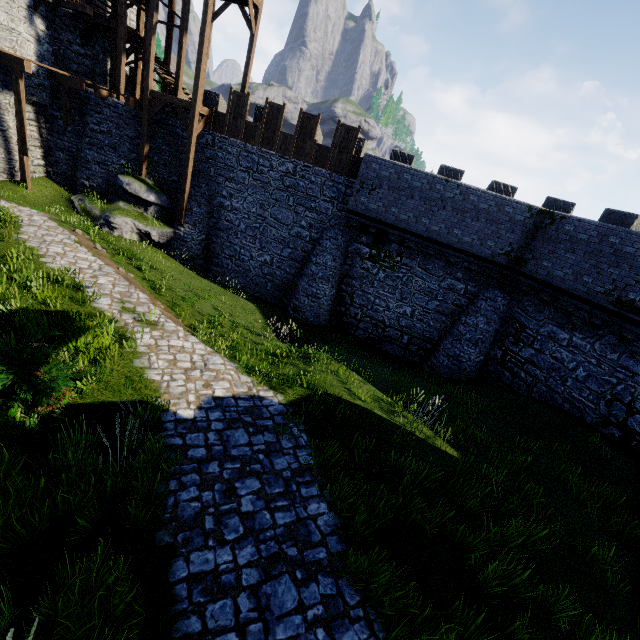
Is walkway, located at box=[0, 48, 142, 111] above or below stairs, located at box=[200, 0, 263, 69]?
below

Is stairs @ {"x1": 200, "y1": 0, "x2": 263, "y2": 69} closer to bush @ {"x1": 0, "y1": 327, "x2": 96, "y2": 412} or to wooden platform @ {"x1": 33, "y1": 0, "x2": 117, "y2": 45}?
wooden platform @ {"x1": 33, "y1": 0, "x2": 117, "y2": 45}

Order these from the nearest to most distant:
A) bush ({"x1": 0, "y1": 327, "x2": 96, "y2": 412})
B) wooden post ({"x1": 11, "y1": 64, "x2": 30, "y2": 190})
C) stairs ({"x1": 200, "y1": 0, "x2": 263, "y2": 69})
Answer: bush ({"x1": 0, "y1": 327, "x2": 96, "y2": 412})
stairs ({"x1": 200, "y1": 0, "x2": 263, "y2": 69})
wooden post ({"x1": 11, "y1": 64, "x2": 30, "y2": 190})

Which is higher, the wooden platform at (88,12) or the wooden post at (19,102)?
the wooden platform at (88,12)

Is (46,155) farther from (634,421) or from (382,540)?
(634,421)

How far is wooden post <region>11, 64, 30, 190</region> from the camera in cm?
1522

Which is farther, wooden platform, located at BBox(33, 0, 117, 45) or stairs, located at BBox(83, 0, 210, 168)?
wooden platform, located at BBox(33, 0, 117, 45)

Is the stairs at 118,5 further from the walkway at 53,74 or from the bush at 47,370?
the bush at 47,370
